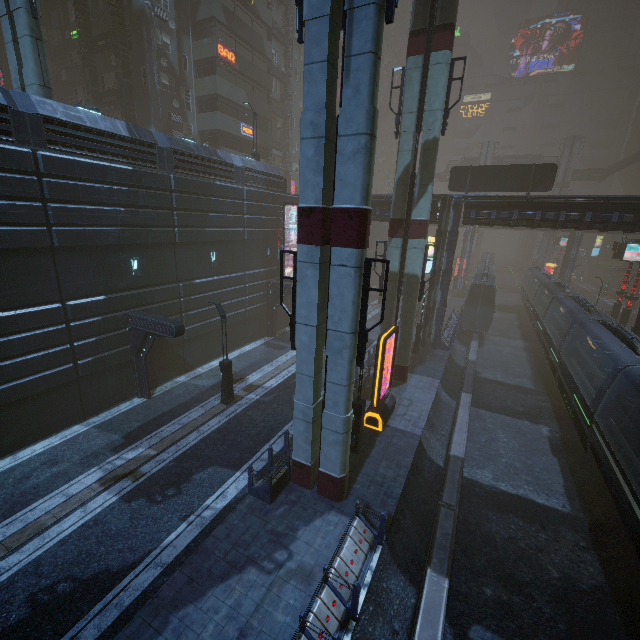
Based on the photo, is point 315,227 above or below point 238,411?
above

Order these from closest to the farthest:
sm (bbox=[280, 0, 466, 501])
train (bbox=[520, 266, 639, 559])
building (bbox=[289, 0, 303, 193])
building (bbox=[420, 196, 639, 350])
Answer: sm (bbox=[280, 0, 466, 501])
train (bbox=[520, 266, 639, 559])
building (bbox=[420, 196, 639, 350])
building (bbox=[289, 0, 303, 193])

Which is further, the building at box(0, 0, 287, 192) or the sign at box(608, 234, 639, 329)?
the sign at box(608, 234, 639, 329)

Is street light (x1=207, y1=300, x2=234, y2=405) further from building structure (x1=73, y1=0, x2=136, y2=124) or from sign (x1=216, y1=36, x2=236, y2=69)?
sign (x1=216, y1=36, x2=236, y2=69)

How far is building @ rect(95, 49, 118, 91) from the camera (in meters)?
27.73

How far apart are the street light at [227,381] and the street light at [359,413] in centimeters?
668cm

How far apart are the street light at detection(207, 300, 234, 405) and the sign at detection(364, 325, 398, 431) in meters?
7.5

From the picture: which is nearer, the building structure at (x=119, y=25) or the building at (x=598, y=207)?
the building at (x=598, y=207)
